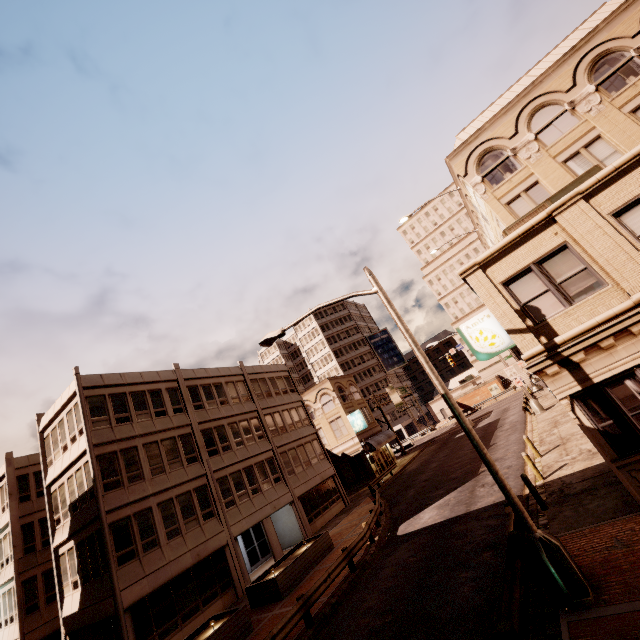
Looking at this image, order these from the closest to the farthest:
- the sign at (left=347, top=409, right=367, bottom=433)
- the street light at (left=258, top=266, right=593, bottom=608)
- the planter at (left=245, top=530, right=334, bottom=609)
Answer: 1. the street light at (left=258, top=266, right=593, bottom=608)
2. the planter at (left=245, top=530, right=334, bottom=609)
3. the sign at (left=347, top=409, right=367, bottom=433)

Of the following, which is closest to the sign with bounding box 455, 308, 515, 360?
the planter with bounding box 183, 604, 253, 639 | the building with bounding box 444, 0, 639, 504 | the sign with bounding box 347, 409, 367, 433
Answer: the building with bounding box 444, 0, 639, 504

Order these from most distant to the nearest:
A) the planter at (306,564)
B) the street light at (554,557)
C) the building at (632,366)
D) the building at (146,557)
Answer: the building at (146,557), the planter at (306,564), the building at (632,366), the street light at (554,557)

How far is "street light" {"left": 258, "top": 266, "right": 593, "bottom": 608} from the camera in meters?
6.8 m

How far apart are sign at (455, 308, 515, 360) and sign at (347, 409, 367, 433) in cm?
2728

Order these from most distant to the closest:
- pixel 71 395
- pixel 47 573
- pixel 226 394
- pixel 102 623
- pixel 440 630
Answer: pixel 226 394, pixel 47 573, pixel 71 395, pixel 102 623, pixel 440 630

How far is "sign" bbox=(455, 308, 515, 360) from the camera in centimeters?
1334cm

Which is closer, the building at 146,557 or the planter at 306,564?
the planter at 306,564
